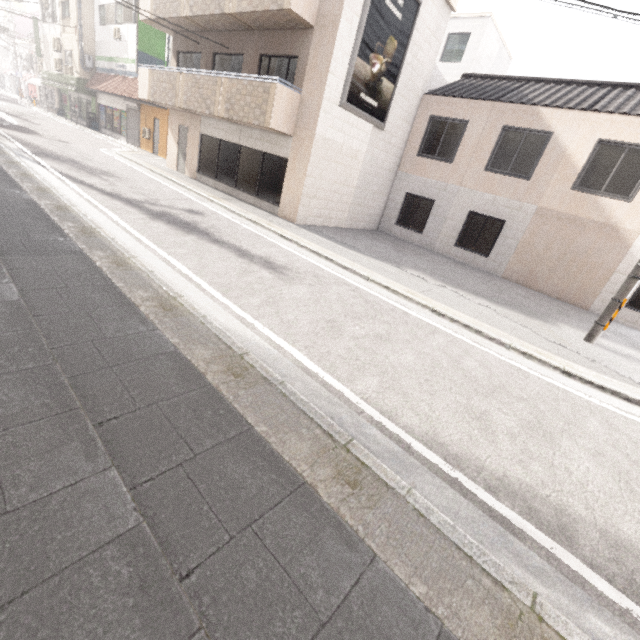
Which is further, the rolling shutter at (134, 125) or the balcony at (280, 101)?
the rolling shutter at (134, 125)

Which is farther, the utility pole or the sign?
the sign

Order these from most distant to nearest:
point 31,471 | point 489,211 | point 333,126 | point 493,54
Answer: point 493,54 < point 489,211 < point 333,126 < point 31,471

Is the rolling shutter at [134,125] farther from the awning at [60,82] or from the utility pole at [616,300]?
the utility pole at [616,300]

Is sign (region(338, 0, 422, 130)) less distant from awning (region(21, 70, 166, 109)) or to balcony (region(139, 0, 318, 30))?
balcony (region(139, 0, 318, 30))

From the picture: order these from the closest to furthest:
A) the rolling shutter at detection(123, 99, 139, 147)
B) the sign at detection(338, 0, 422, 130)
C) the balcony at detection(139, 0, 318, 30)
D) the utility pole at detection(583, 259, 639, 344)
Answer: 1. the utility pole at detection(583, 259, 639, 344)
2. the balcony at detection(139, 0, 318, 30)
3. the sign at detection(338, 0, 422, 130)
4. the rolling shutter at detection(123, 99, 139, 147)

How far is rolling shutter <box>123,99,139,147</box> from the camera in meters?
21.5

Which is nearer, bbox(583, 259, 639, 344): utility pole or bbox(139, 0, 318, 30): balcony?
bbox(583, 259, 639, 344): utility pole
